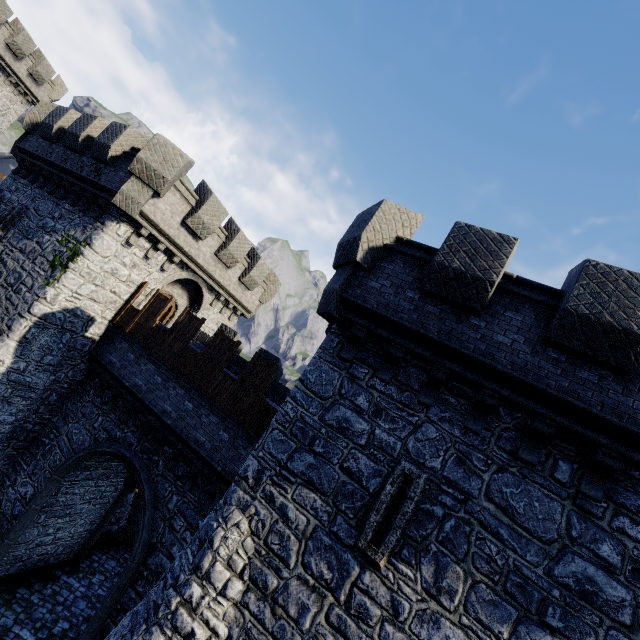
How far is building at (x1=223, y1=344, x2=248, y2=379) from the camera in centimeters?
1224cm

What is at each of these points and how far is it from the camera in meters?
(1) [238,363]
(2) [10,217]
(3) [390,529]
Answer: (1) building, 15.8 m
(2) window slit, 14.3 m
(3) window slit, 6.0 m

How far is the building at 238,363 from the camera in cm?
1224

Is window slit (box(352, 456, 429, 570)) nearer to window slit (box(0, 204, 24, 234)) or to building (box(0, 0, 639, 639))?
building (box(0, 0, 639, 639))

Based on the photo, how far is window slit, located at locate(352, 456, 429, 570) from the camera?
6.0m

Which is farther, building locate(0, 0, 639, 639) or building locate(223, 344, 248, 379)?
building locate(223, 344, 248, 379)

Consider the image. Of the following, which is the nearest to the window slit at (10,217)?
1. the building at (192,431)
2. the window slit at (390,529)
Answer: the building at (192,431)

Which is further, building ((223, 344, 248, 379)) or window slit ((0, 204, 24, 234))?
window slit ((0, 204, 24, 234))
